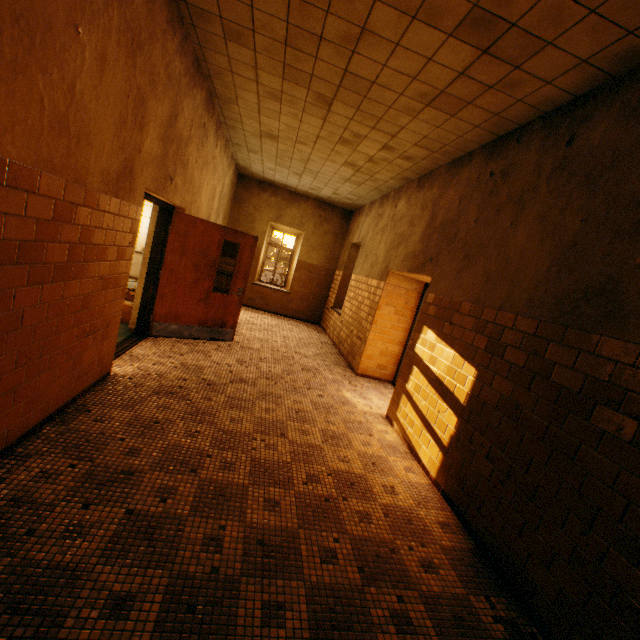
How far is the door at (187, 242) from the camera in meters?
5.1

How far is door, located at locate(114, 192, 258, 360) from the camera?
5.1m

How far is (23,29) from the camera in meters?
1.6
